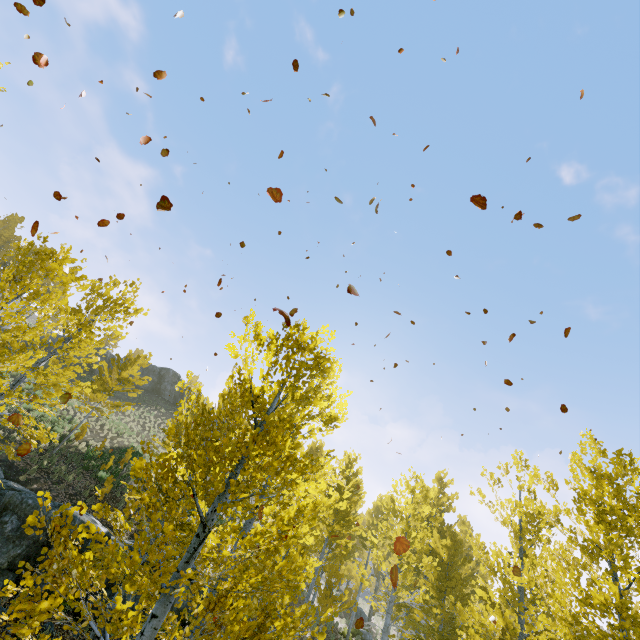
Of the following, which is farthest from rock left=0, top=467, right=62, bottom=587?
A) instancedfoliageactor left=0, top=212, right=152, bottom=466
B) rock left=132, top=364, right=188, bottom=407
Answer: rock left=132, top=364, right=188, bottom=407

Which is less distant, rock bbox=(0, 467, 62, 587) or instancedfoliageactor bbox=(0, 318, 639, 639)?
instancedfoliageactor bbox=(0, 318, 639, 639)

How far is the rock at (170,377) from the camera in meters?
42.3

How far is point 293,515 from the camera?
5.38m

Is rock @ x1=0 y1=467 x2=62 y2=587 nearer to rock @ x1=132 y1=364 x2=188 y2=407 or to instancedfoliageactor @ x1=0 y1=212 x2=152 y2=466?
instancedfoliageactor @ x1=0 y1=212 x2=152 y2=466

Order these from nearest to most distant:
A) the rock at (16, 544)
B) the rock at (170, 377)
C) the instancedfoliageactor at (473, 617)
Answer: the instancedfoliageactor at (473, 617)
the rock at (16, 544)
the rock at (170, 377)
